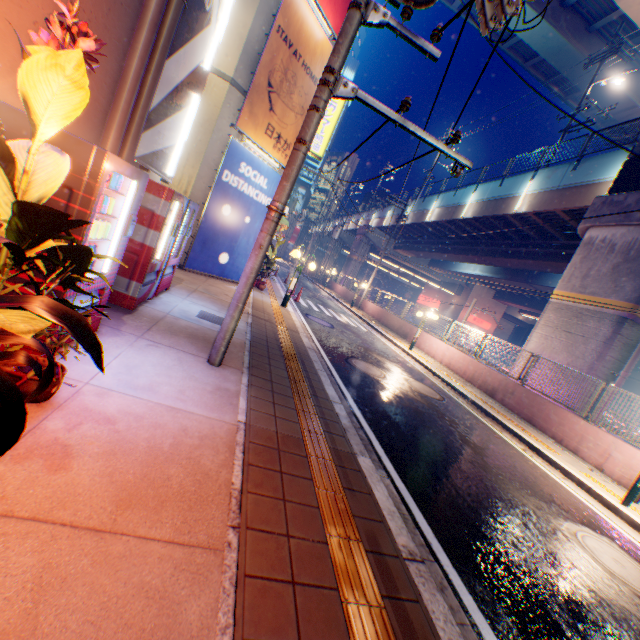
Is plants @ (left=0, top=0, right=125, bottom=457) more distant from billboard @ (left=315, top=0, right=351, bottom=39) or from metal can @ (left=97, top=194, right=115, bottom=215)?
billboard @ (left=315, top=0, right=351, bottom=39)

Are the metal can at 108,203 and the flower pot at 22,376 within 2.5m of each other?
yes

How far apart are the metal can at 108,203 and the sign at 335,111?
11.2 meters

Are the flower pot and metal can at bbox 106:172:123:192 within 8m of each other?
yes

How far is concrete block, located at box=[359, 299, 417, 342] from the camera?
19.6 meters

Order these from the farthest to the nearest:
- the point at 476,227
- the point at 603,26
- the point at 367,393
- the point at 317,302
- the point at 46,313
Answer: the point at 476,227 → the point at 603,26 → the point at 317,302 → the point at 367,393 → the point at 46,313

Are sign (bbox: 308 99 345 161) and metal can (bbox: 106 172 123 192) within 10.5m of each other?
no

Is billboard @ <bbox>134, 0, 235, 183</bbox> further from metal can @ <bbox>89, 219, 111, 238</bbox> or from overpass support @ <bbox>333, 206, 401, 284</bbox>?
overpass support @ <bbox>333, 206, 401, 284</bbox>
